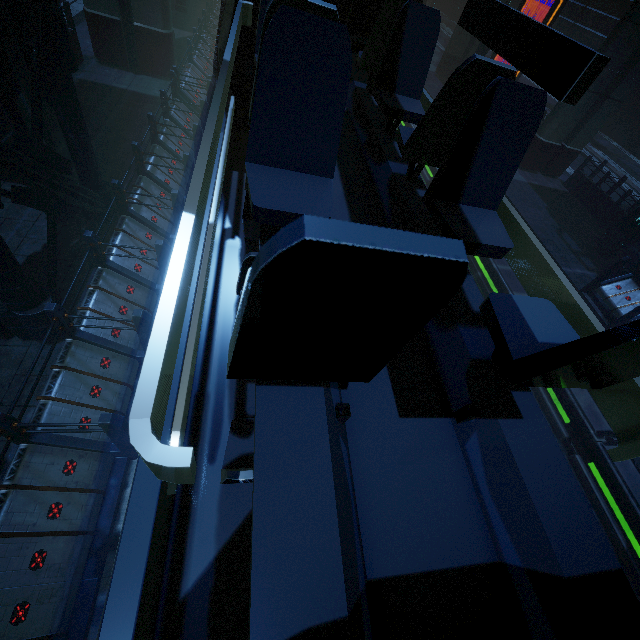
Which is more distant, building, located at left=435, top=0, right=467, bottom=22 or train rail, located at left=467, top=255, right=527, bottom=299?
building, located at left=435, top=0, right=467, bottom=22

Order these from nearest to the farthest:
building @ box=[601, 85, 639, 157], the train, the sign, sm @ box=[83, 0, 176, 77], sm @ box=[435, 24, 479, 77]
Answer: the train < sm @ box=[83, 0, 176, 77] < the sign < sm @ box=[435, 24, 479, 77] < building @ box=[601, 85, 639, 157]

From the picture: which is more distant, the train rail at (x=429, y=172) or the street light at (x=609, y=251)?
the train rail at (x=429, y=172)

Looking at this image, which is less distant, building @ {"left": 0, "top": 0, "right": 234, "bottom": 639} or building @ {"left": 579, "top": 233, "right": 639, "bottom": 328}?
building @ {"left": 0, "top": 0, "right": 234, "bottom": 639}

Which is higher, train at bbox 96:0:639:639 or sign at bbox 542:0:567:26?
sign at bbox 542:0:567:26

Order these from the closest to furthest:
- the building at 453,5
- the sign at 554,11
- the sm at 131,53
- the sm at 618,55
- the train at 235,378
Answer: the train at 235,378 < the sm at 131,53 < the sm at 618,55 < the sign at 554,11 < the building at 453,5

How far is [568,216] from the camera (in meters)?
11.78

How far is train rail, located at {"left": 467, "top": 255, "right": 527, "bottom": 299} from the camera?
8.77m
